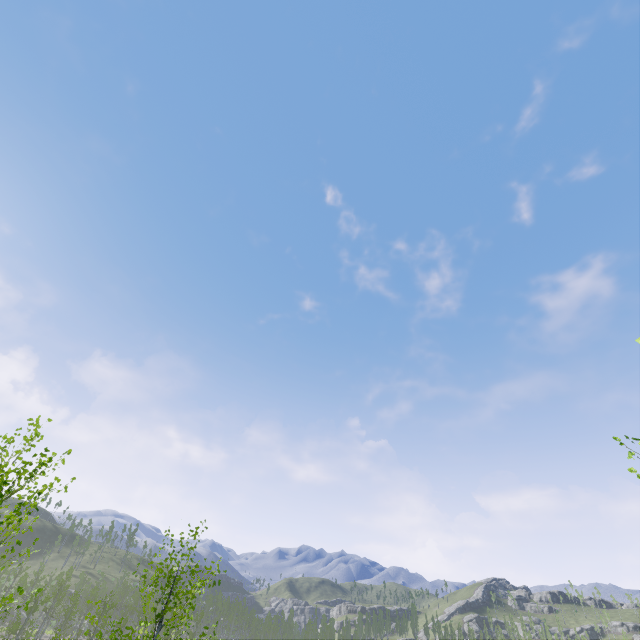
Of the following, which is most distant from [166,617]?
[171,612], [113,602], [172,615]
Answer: [113,602]
